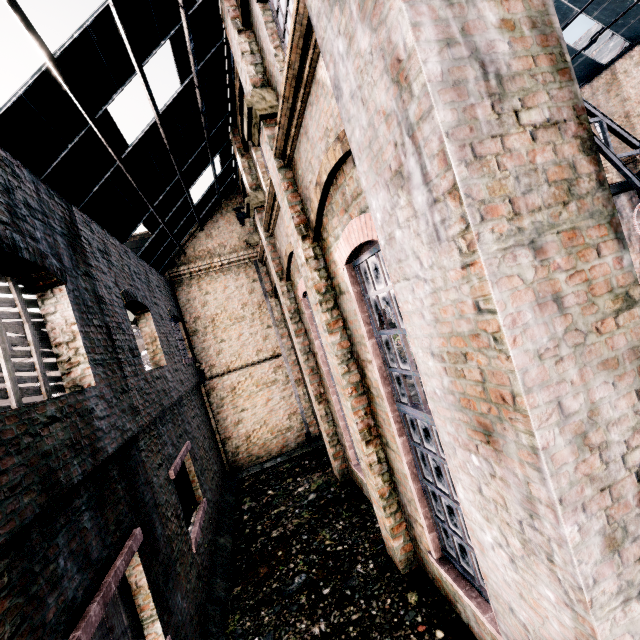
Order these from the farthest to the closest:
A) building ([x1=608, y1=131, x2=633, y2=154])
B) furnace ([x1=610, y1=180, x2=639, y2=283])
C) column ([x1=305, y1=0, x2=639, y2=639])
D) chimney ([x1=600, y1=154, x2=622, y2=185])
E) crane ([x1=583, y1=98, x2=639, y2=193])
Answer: building ([x1=608, y1=131, x2=633, y2=154])
chimney ([x1=600, y1=154, x2=622, y2=185])
furnace ([x1=610, y1=180, x2=639, y2=283])
crane ([x1=583, y1=98, x2=639, y2=193])
column ([x1=305, y1=0, x2=639, y2=639])

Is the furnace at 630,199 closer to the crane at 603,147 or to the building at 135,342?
the crane at 603,147

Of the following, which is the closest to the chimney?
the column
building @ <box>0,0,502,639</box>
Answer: building @ <box>0,0,502,639</box>

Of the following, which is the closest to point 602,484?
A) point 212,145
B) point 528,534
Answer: point 528,534

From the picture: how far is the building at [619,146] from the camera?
16.33m

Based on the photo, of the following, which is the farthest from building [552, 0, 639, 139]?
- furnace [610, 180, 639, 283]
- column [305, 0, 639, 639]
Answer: furnace [610, 180, 639, 283]

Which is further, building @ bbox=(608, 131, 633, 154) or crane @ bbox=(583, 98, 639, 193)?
building @ bbox=(608, 131, 633, 154)

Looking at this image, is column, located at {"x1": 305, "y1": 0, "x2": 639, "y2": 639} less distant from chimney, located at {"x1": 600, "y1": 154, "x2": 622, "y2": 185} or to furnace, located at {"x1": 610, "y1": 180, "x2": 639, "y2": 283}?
furnace, located at {"x1": 610, "y1": 180, "x2": 639, "y2": 283}
